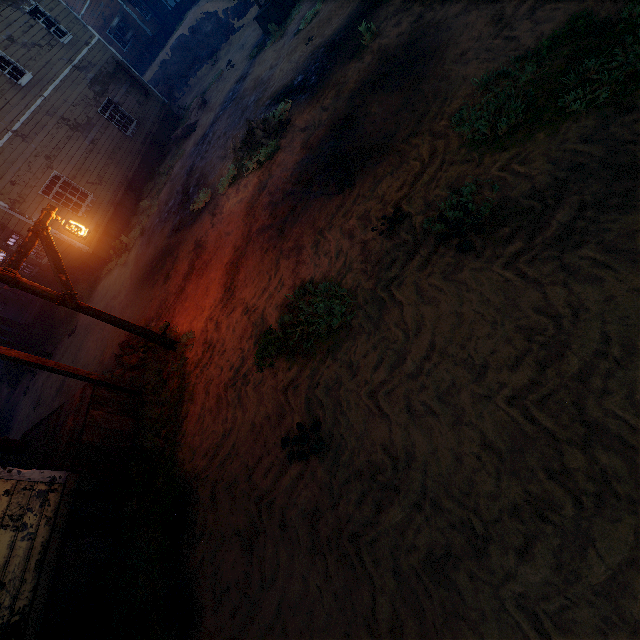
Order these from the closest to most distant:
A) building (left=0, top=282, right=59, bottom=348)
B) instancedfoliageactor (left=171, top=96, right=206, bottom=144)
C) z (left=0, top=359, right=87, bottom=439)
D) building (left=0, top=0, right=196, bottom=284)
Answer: z (left=0, top=359, right=87, bottom=439) → building (left=0, top=0, right=196, bottom=284) → building (left=0, top=282, right=59, bottom=348) → instancedfoliageactor (left=171, top=96, right=206, bottom=144)

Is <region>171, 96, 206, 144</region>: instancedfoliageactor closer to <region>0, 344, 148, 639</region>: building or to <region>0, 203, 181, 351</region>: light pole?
<region>0, 344, 148, 639</region>: building

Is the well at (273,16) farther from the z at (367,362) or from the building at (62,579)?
the building at (62,579)

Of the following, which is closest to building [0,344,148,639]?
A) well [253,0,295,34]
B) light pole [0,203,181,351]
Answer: light pole [0,203,181,351]

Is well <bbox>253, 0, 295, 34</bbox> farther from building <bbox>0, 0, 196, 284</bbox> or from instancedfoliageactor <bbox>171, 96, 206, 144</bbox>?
building <bbox>0, 0, 196, 284</bbox>

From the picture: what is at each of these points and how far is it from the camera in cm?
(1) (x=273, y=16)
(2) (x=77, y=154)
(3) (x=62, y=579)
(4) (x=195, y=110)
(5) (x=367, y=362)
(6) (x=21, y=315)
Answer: (1) well, 1438
(2) building, 1460
(3) building, 457
(4) instancedfoliageactor, 1728
(5) z, 384
(6) building, 1859

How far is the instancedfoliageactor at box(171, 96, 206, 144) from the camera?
16.4 meters
